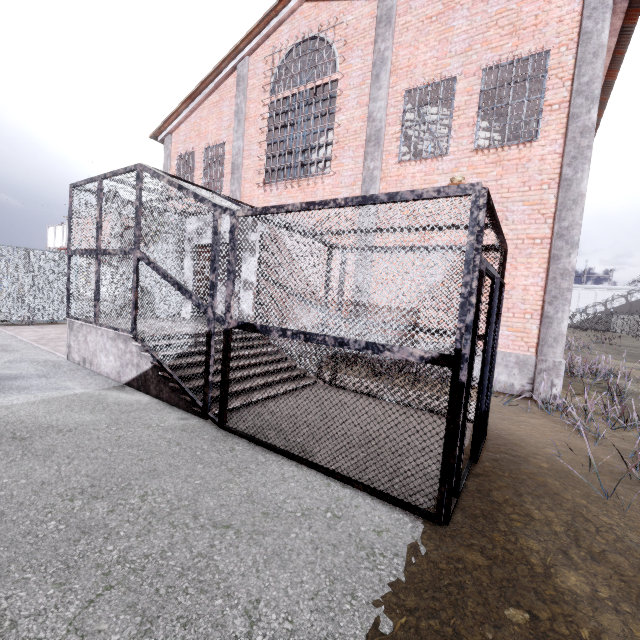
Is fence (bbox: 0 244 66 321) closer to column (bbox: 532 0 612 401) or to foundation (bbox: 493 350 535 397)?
column (bbox: 532 0 612 401)

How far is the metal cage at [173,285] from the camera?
2.87m

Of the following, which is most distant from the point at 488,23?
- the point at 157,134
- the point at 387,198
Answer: the point at 157,134

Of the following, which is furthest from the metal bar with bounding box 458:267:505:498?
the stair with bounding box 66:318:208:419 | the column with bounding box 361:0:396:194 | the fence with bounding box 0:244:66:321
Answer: the fence with bounding box 0:244:66:321

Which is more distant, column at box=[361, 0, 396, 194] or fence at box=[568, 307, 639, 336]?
fence at box=[568, 307, 639, 336]

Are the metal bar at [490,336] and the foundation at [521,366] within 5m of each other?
yes

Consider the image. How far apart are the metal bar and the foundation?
3.4 meters

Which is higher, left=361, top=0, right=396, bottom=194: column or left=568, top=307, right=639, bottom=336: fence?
left=361, top=0, right=396, bottom=194: column
